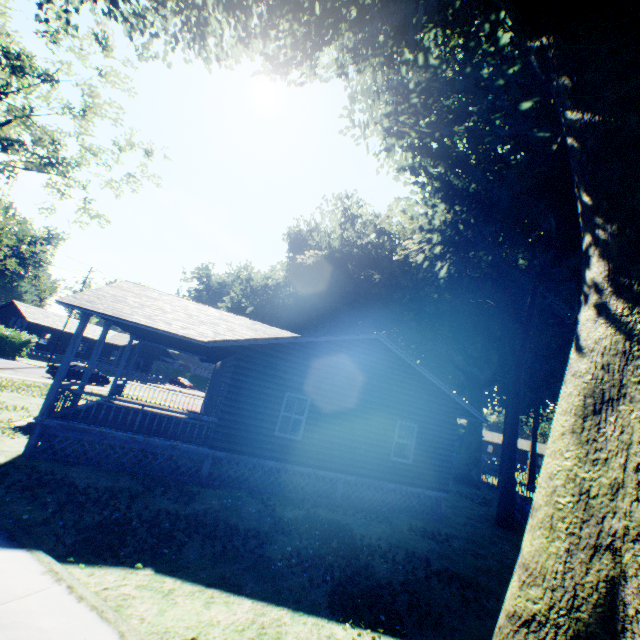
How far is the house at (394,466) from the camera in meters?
10.2

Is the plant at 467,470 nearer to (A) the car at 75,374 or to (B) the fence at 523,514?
(B) the fence at 523,514

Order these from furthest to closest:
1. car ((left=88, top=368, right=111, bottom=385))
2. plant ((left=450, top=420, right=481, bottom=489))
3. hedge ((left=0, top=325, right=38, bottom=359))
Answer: hedge ((left=0, top=325, right=38, bottom=359))
car ((left=88, top=368, right=111, bottom=385))
plant ((left=450, top=420, right=481, bottom=489))

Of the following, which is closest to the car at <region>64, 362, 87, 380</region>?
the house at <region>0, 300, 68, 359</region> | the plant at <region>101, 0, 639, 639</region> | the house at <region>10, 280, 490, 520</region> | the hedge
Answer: the house at <region>10, 280, 490, 520</region>

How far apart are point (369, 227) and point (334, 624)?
20.7m

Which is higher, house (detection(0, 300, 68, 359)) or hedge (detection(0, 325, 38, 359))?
house (detection(0, 300, 68, 359))

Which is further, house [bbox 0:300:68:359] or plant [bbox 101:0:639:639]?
house [bbox 0:300:68:359]

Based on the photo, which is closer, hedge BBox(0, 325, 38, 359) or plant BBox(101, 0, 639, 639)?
plant BBox(101, 0, 639, 639)
